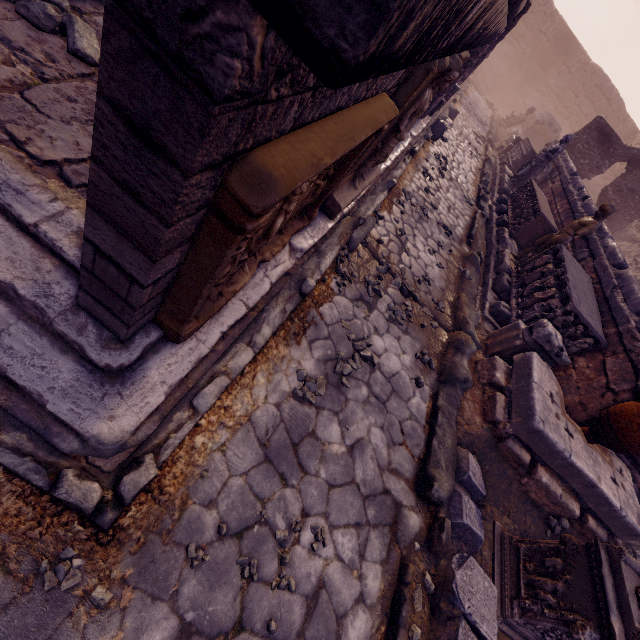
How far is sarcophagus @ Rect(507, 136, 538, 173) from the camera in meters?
12.0 m

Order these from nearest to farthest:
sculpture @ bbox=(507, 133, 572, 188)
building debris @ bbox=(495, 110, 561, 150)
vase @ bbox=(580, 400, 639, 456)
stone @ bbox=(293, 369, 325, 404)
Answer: stone @ bbox=(293, 369, 325, 404), vase @ bbox=(580, 400, 639, 456), sculpture @ bbox=(507, 133, 572, 188), building debris @ bbox=(495, 110, 561, 150)

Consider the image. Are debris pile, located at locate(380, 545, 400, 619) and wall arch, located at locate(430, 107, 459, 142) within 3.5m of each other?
no

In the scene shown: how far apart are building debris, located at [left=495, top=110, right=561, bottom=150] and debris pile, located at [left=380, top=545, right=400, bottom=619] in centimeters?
2279cm

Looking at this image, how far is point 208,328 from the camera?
2.5m

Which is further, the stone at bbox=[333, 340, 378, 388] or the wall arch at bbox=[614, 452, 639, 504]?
the wall arch at bbox=[614, 452, 639, 504]

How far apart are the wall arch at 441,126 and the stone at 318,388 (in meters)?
9.98

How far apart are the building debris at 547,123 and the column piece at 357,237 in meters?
19.5
